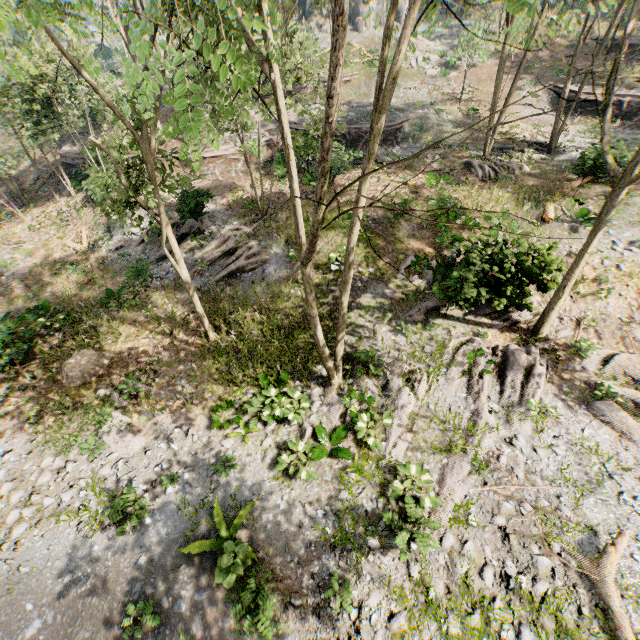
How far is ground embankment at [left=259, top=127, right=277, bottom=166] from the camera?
26.15m

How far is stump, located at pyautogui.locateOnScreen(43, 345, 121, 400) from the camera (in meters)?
13.23

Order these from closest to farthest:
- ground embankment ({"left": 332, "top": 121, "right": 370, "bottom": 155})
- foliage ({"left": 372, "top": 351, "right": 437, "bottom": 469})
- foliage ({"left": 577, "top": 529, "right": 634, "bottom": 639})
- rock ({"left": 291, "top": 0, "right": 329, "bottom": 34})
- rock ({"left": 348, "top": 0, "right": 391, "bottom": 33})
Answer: foliage ({"left": 577, "top": 529, "right": 634, "bottom": 639})
foliage ({"left": 372, "top": 351, "right": 437, "bottom": 469})
ground embankment ({"left": 332, "top": 121, "right": 370, "bottom": 155})
rock ({"left": 348, "top": 0, "right": 391, "bottom": 33})
rock ({"left": 291, "top": 0, "right": 329, "bottom": 34})

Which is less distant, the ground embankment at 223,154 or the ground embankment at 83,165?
the ground embankment at 83,165

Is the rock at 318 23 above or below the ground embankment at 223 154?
above

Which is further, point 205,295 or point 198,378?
point 205,295

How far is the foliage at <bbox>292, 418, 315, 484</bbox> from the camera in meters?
9.8 m

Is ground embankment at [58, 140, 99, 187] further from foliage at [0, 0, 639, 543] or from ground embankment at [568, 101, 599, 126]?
ground embankment at [568, 101, 599, 126]
